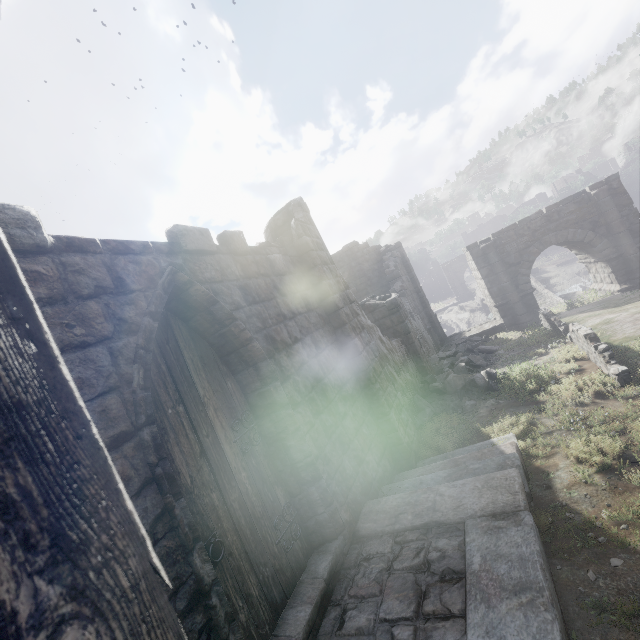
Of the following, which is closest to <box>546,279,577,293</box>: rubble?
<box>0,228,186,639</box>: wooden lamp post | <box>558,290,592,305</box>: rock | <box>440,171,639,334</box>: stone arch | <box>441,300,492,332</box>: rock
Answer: <box>440,171,639,334</box>: stone arch

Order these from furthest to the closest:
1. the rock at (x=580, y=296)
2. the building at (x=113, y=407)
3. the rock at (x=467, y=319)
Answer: the rock at (x=467, y=319) < the rock at (x=580, y=296) < the building at (x=113, y=407)

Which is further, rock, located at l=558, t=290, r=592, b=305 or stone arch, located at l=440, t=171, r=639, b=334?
rock, located at l=558, t=290, r=592, b=305

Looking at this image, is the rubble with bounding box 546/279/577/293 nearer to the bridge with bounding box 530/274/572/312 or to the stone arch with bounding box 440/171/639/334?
the bridge with bounding box 530/274/572/312

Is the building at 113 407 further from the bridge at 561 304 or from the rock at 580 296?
the bridge at 561 304

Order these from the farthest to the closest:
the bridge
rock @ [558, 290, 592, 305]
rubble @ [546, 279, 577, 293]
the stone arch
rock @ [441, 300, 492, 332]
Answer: rock @ [441, 300, 492, 332] → rubble @ [546, 279, 577, 293] → the bridge → rock @ [558, 290, 592, 305] → the stone arch

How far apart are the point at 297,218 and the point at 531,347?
10.67m

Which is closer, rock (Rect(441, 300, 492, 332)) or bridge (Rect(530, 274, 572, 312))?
bridge (Rect(530, 274, 572, 312))
